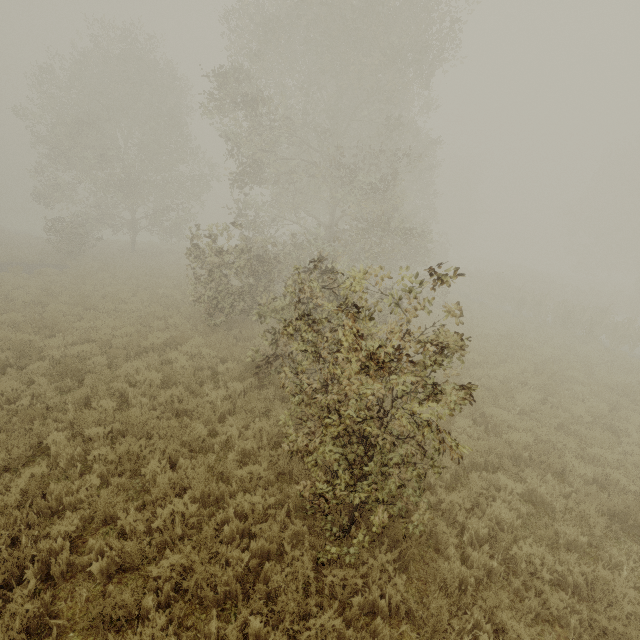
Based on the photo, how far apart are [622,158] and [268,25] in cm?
4646
